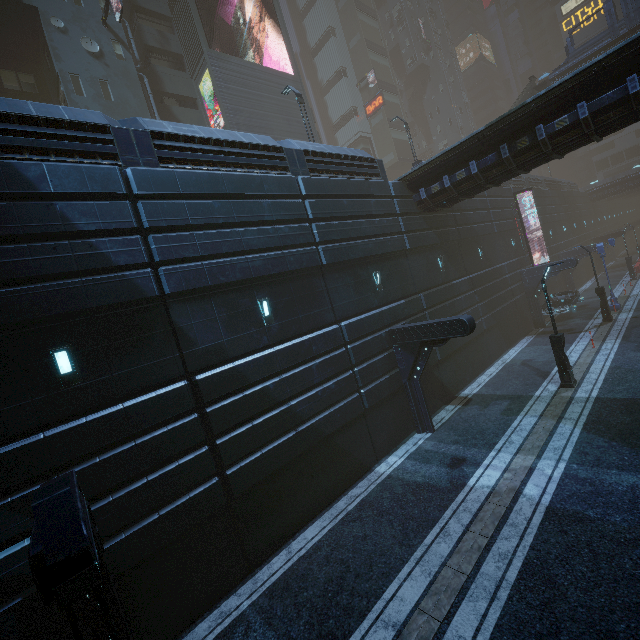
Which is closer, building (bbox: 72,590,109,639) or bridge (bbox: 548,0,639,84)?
building (bbox: 72,590,109,639)

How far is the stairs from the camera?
30.70m

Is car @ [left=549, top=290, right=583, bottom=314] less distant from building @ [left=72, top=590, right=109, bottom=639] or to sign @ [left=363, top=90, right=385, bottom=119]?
building @ [left=72, top=590, right=109, bottom=639]

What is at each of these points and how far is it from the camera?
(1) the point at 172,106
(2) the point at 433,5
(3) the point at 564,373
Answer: (1) building, 24.45m
(2) building, 59.91m
(3) street light, 14.48m

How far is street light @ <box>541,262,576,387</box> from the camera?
14.37m

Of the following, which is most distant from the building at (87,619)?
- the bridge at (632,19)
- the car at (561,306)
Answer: the bridge at (632,19)

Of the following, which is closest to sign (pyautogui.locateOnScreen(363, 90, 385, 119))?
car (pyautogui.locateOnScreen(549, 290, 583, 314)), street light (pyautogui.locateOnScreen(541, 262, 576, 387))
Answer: car (pyautogui.locateOnScreen(549, 290, 583, 314))

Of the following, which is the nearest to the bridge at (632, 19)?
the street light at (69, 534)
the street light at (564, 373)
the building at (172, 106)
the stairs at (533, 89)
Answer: the stairs at (533, 89)
